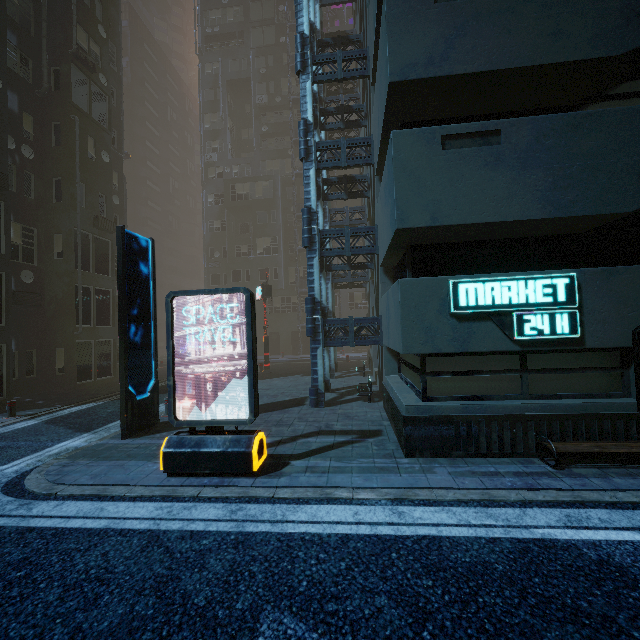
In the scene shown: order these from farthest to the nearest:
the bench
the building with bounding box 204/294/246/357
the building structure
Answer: the building with bounding box 204/294/246/357, the building structure, the bench

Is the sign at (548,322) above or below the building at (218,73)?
below

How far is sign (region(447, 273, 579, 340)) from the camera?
5.92m

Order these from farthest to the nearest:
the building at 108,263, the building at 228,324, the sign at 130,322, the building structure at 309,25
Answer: the building at 228,324
the building at 108,263
the building structure at 309,25
the sign at 130,322

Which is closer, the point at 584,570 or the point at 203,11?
the point at 584,570

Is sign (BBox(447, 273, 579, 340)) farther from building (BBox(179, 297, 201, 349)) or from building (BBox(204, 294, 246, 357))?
building (BBox(179, 297, 201, 349))

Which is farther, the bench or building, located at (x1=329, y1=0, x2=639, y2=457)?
building, located at (x1=329, y1=0, x2=639, y2=457)

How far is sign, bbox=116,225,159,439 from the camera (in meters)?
8.14
